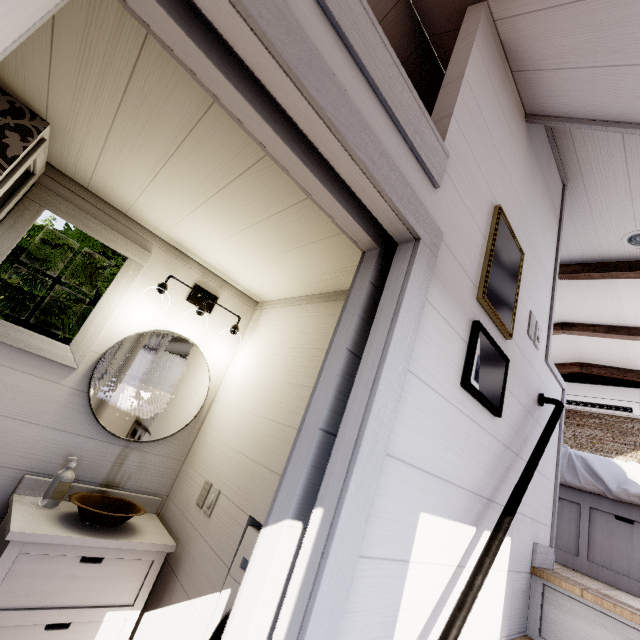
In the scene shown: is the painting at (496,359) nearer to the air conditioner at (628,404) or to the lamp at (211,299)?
the lamp at (211,299)

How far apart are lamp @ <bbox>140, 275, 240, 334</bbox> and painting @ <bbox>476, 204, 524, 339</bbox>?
1.7m

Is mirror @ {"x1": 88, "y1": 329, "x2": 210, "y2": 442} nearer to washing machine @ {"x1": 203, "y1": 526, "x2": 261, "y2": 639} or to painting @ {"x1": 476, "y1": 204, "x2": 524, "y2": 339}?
washing machine @ {"x1": 203, "y1": 526, "x2": 261, "y2": 639}

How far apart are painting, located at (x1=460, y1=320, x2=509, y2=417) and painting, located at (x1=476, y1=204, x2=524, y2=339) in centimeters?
10cm

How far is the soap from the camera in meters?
1.6 m

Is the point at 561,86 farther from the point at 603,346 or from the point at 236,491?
the point at 603,346

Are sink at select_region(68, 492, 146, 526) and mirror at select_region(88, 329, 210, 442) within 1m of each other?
yes

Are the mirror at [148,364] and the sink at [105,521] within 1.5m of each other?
yes
